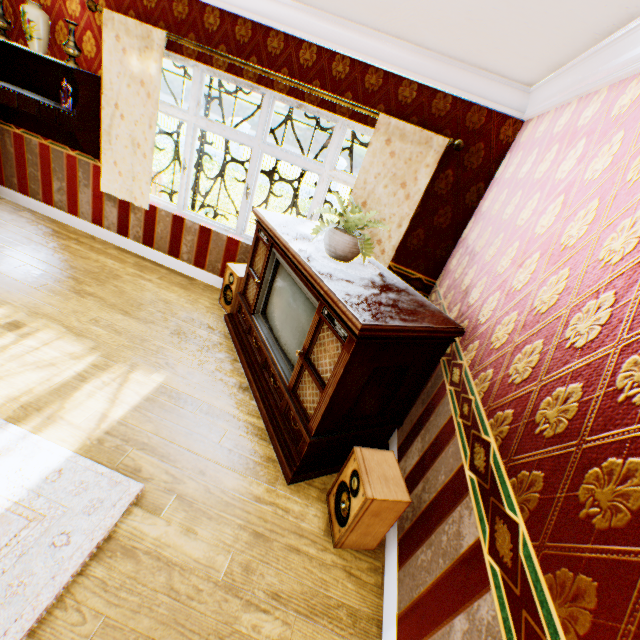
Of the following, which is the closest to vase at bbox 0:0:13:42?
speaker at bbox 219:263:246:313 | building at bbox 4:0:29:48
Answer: building at bbox 4:0:29:48

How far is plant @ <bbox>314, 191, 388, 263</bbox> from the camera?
2.5m

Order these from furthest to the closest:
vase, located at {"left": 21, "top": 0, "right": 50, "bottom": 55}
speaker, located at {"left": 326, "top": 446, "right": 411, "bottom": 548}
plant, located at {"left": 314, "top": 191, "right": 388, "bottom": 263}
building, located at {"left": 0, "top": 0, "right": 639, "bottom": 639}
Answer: vase, located at {"left": 21, "top": 0, "right": 50, "bottom": 55}
plant, located at {"left": 314, "top": 191, "right": 388, "bottom": 263}
speaker, located at {"left": 326, "top": 446, "right": 411, "bottom": 548}
building, located at {"left": 0, "top": 0, "right": 639, "bottom": 639}

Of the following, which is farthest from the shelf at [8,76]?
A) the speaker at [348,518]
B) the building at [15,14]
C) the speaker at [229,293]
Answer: the speaker at [348,518]

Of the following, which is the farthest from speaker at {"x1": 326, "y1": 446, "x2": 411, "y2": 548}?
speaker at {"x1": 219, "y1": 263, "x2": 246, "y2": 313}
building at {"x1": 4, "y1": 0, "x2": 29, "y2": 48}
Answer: speaker at {"x1": 219, "y1": 263, "x2": 246, "y2": 313}

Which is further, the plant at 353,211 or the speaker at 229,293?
the speaker at 229,293

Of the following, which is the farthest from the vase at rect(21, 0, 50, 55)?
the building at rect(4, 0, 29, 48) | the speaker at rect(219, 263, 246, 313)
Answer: the speaker at rect(219, 263, 246, 313)

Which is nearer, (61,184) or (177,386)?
(177,386)
